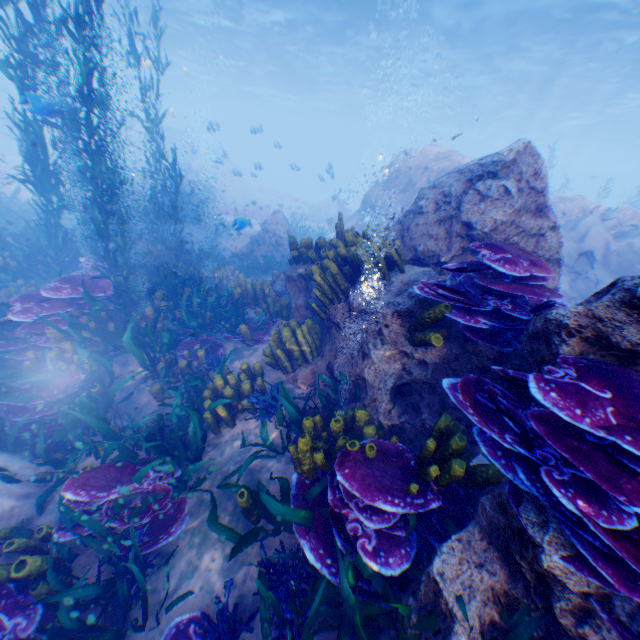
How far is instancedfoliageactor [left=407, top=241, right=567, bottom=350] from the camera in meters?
2.8 m

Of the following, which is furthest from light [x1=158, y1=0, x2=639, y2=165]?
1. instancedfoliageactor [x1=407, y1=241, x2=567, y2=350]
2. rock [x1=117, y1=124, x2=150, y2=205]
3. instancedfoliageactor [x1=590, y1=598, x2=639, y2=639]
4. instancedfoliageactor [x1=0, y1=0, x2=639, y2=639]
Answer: instancedfoliageactor [x1=590, y1=598, x2=639, y2=639]

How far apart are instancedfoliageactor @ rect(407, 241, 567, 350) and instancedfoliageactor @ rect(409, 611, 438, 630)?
2.0m

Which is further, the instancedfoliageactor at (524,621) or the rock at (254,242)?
the rock at (254,242)

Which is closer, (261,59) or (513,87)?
(513,87)

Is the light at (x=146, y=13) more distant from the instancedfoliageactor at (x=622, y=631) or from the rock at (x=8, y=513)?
the instancedfoliageactor at (x=622, y=631)

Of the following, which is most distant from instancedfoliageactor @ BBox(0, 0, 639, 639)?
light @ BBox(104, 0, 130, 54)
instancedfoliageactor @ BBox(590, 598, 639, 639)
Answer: light @ BBox(104, 0, 130, 54)

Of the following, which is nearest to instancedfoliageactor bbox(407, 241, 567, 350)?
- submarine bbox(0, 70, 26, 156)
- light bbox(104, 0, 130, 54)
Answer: submarine bbox(0, 70, 26, 156)
